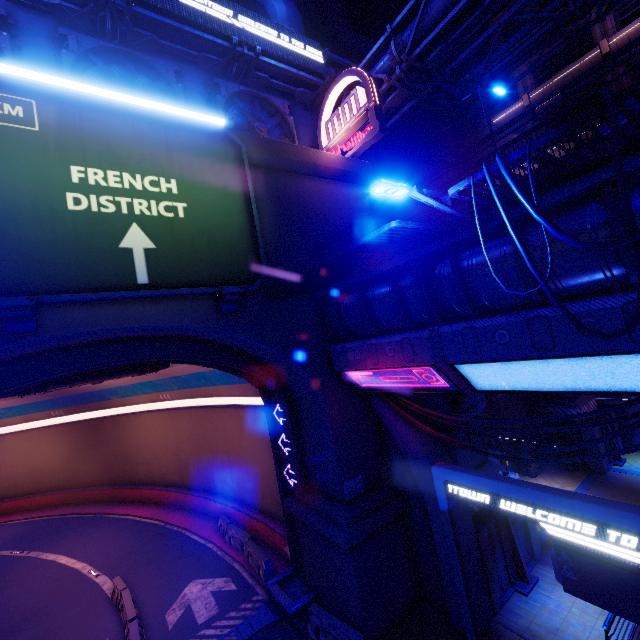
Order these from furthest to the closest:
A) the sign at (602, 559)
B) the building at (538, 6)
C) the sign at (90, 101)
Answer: the building at (538, 6) < the sign at (90, 101) < the sign at (602, 559)

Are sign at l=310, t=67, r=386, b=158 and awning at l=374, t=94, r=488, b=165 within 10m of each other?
yes

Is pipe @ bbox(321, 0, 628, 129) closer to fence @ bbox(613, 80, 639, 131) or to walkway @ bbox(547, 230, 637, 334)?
walkway @ bbox(547, 230, 637, 334)

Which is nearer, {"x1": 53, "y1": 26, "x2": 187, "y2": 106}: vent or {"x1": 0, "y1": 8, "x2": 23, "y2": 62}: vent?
{"x1": 0, "y1": 8, "x2": 23, "y2": 62}: vent

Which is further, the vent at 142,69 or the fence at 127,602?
the fence at 127,602

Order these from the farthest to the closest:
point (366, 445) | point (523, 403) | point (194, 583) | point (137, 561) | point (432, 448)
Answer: point (523, 403) < point (137, 561) < point (194, 583) < point (366, 445) < point (432, 448)

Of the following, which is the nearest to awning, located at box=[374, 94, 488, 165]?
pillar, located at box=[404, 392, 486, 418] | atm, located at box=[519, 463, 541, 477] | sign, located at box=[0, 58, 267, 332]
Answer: pillar, located at box=[404, 392, 486, 418]

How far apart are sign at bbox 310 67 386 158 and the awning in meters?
4.9 m
